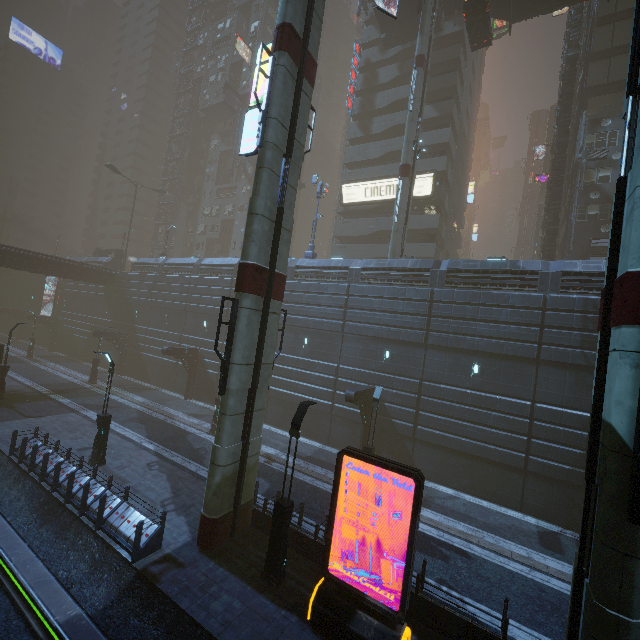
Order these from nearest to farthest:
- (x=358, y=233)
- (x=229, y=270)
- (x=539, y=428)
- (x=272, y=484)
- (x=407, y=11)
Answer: (x=272, y=484), (x=539, y=428), (x=229, y=270), (x=407, y=11), (x=358, y=233)

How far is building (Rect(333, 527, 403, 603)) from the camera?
9.99m

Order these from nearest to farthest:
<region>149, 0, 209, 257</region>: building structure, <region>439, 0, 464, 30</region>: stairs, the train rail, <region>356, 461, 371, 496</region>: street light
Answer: the train rail, <region>356, 461, 371, 496</region>: street light, <region>439, 0, 464, 30</region>: stairs, <region>149, 0, 209, 257</region>: building structure

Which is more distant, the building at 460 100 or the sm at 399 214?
the sm at 399 214

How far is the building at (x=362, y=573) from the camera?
→ 10.0 meters

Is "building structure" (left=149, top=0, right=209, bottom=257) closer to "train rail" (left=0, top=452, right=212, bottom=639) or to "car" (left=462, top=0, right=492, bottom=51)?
"train rail" (left=0, top=452, right=212, bottom=639)

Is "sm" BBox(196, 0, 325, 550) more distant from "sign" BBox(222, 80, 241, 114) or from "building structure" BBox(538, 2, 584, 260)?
"sign" BBox(222, 80, 241, 114)
